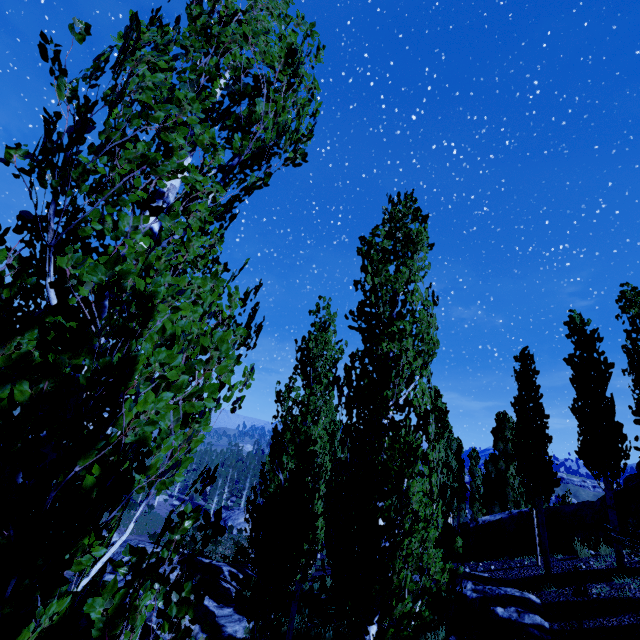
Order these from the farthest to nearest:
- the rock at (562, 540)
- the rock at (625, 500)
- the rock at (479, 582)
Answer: the rock at (562, 540)
the rock at (625, 500)
the rock at (479, 582)

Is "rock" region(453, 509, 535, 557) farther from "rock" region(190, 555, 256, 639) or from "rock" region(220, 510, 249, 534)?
"rock" region(220, 510, 249, 534)

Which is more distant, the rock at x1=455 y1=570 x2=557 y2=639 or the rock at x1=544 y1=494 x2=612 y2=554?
the rock at x1=544 y1=494 x2=612 y2=554

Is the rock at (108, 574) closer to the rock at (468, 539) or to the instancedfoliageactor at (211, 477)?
the instancedfoliageactor at (211, 477)

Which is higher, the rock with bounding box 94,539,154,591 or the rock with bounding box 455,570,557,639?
the rock with bounding box 455,570,557,639

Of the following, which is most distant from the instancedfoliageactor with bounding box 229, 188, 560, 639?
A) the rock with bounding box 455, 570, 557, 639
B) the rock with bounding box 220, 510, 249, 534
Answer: the rock with bounding box 220, 510, 249, 534

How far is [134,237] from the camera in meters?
1.7

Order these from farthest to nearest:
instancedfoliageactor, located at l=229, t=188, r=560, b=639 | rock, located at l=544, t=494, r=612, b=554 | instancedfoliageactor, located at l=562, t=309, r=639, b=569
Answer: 1. rock, located at l=544, t=494, r=612, b=554
2. instancedfoliageactor, located at l=562, t=309, r=639, b=569
3. instancedfoliageactor, located at l=229, t=188, r=560, b=639
